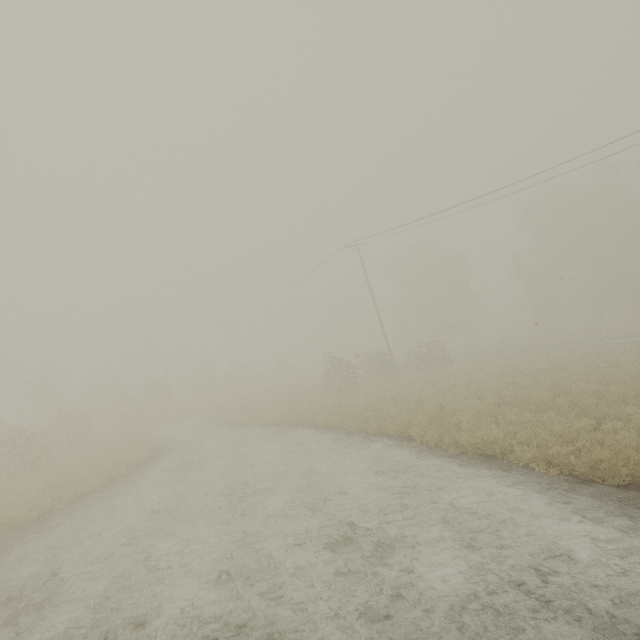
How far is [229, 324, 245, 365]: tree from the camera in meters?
46.3 m

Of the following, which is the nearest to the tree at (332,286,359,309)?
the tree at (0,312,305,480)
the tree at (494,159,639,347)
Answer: the tree at (494,159,639,347)

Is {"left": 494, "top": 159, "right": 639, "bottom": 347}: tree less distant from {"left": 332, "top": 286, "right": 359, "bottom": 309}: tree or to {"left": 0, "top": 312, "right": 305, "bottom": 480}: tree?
{"left": 332, "top": 286, "right": 359, "bottom": 309}: tree

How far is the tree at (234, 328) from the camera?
46.28m

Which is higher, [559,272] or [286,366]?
[559,272]

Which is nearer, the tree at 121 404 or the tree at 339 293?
the tree at 121 404
